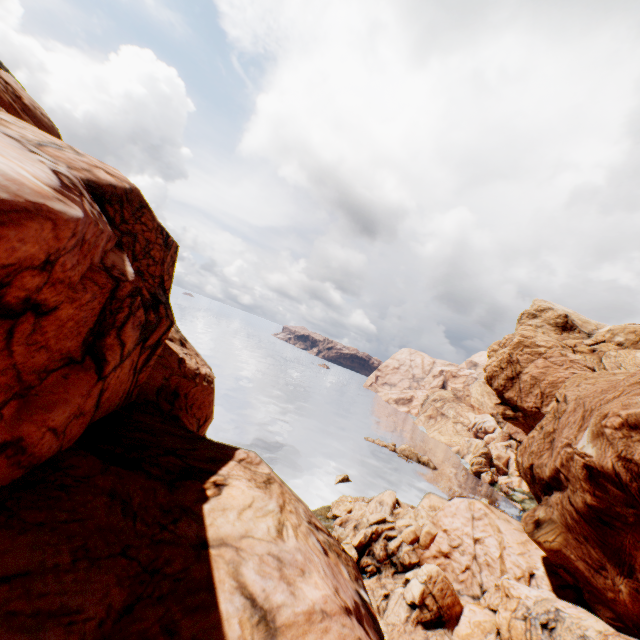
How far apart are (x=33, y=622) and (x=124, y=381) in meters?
7.2
